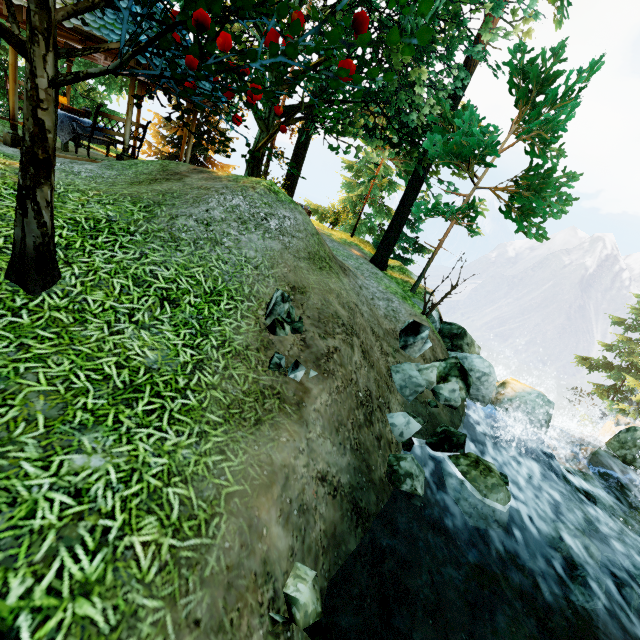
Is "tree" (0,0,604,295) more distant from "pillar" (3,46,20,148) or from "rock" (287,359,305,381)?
"rock" (287,359,305,381)

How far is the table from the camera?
8.65m

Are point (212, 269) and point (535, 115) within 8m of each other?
no

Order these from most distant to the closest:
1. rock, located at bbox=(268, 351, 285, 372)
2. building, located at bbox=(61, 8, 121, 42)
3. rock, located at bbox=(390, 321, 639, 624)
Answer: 1. building, located at bbox=(61, 8, 121, 42)
2. rock, located at bbox=(390, 321, 639, 624)
3. rock, located at bbox=(268, 351, 285, 372)

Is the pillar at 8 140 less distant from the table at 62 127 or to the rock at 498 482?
the table at 62 127

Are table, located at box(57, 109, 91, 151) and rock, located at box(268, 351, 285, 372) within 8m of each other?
no

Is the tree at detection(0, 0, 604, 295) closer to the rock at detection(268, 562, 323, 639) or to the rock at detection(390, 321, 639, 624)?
the rock at detection(268, 562, 323, 639)

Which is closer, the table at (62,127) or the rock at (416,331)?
the rock at (416,331)
